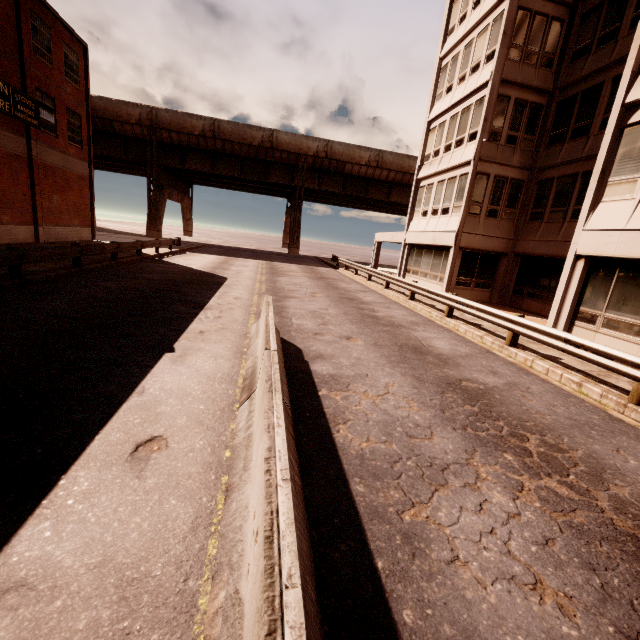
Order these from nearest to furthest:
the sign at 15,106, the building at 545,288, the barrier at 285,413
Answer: the barrier at 285,413 < the building at 545,288 < the sign at 15,106

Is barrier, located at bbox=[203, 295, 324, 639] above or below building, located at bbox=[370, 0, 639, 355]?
below

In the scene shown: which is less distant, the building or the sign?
the building

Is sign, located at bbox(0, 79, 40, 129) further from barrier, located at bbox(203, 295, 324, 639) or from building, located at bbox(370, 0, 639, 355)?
building, located at bbox(370, 0, 639, 355)

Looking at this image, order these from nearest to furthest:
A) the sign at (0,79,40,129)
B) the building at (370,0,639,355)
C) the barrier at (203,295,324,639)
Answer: the barrier at (203,295,324,639) < the building at (370,0,639,355) < the sign at (0,79,40,129)

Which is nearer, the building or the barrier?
the barrier

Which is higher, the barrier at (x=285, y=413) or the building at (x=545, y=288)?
the building at (x=545, y=288)

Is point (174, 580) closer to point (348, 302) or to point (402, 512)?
point (402, 512)
